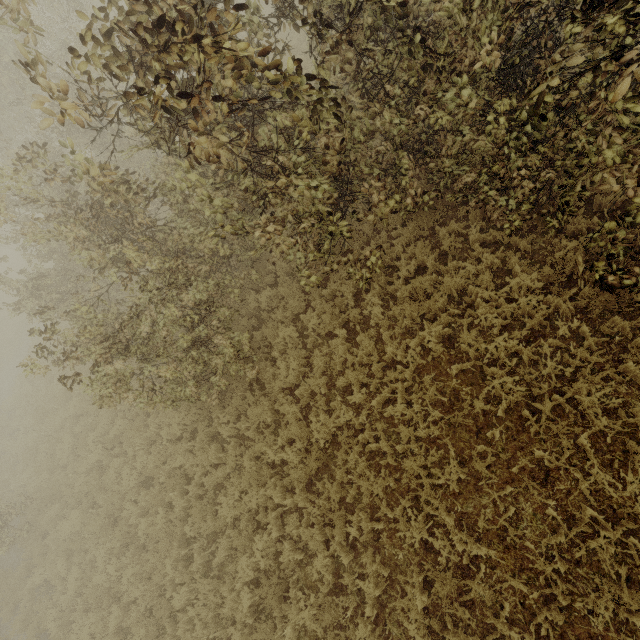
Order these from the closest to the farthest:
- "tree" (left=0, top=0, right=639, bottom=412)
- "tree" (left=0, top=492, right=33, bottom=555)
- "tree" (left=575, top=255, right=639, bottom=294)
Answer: "tree" (left=0, top=0, right=639, bottom=412) → "tree" (left=575, top=255, right=639, bottom=294) → "tree" (left=0, top=492, right=33, bottom=555)

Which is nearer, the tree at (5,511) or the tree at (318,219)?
the tree at (318,219)

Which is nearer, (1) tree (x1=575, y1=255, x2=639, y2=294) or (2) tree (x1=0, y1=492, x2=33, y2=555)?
(1) tree (x1=575, y1=255, x2=639, y2=294)

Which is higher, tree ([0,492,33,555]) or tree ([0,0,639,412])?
tree ([0,0,639,412])

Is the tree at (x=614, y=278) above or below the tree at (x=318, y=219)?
below

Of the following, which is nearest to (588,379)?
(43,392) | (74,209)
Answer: (74,209)
